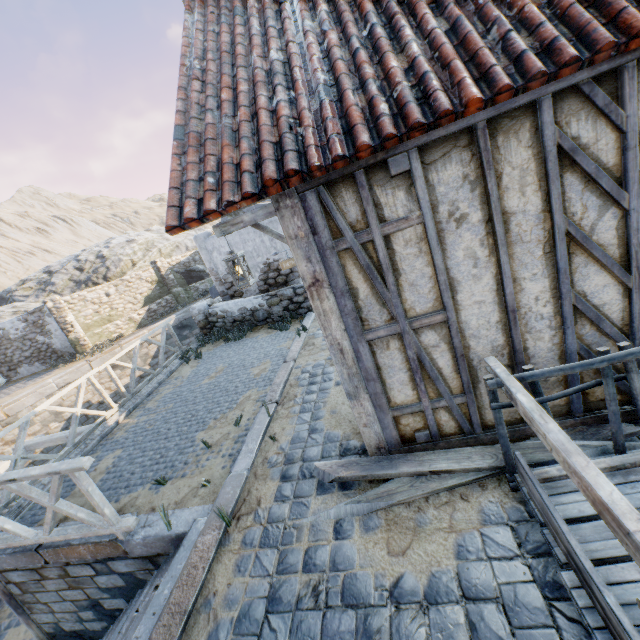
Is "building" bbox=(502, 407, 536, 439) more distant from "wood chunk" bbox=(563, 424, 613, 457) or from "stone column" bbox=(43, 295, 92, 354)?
"stone column" bbox=(43, 295, 92, 354)

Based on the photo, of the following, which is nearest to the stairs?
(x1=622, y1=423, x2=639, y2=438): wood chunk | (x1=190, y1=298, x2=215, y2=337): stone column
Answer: (x1=622, y1=423, x2=639, y2=438): wood chunk

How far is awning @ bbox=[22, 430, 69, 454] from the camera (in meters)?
8.02

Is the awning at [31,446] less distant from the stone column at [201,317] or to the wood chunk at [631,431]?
the stone column at [201,317]

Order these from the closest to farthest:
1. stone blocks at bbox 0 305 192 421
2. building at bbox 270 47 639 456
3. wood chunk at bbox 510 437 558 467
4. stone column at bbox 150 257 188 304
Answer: building at bbox 270 47 639 456 < wood chunk at bbox 510 437 558 467 < stone blocks at bbox 0 305 192 421 < stone column at bbox 150 257 188 304

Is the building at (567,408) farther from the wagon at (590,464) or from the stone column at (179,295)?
the stone column at (179,295)

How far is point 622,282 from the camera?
2.5m

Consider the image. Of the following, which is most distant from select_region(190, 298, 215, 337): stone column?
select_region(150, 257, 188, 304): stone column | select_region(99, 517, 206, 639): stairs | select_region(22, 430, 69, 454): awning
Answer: select_region(150, 257, 188, 304): stone column
